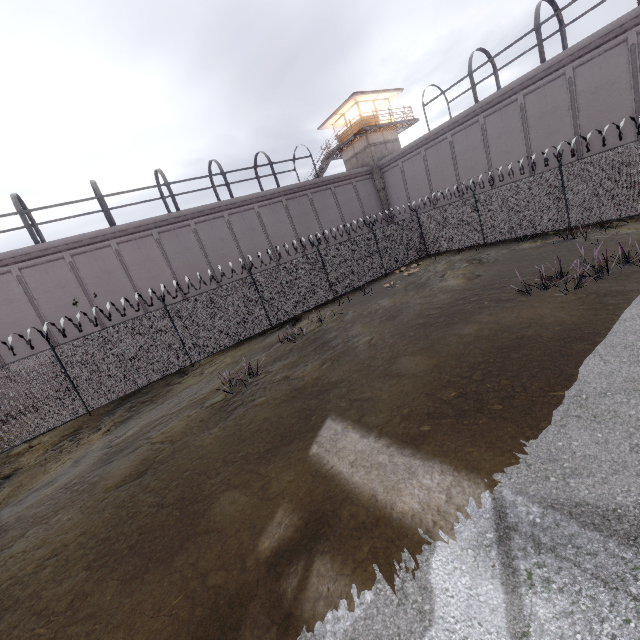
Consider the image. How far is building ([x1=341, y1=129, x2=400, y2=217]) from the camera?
29.5 meters

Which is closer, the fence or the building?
the fence

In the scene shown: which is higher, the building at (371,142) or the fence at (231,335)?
the building at (371,142)

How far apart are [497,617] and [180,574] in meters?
3.5

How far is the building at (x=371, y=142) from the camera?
29.5m

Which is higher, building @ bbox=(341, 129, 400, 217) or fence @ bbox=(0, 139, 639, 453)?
building @ bbox=(341, 129, 400, 217)
